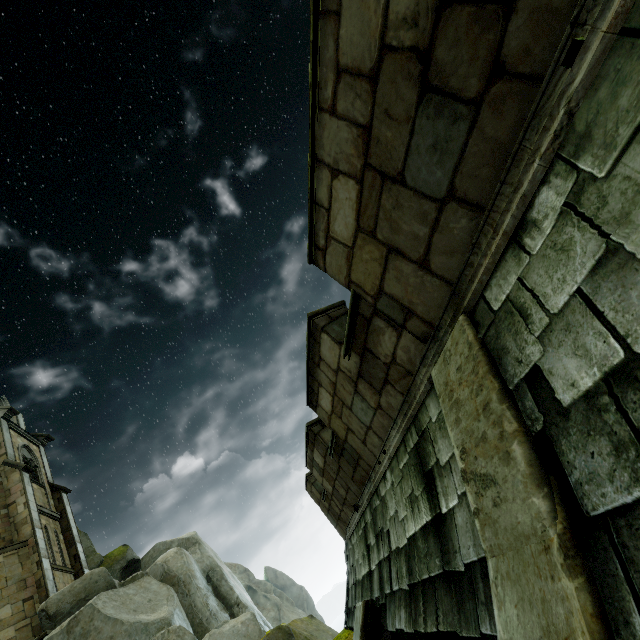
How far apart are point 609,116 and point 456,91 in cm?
94

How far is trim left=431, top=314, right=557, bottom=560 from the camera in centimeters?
158cm

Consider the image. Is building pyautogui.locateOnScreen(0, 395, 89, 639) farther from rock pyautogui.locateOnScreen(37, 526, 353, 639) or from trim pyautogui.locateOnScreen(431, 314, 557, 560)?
trim pyautogui.locateOnScreen(431, 314, 557, 560)

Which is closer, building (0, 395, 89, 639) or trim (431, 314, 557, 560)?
trim (431, 314, 557, 560)

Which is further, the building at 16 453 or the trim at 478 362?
the building at 16 453

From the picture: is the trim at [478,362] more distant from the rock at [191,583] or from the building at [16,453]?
the building at [16,453]

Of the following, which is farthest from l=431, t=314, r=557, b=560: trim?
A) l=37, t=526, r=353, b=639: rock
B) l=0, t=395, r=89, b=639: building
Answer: l=0, t=395, r=89, b=639: building
